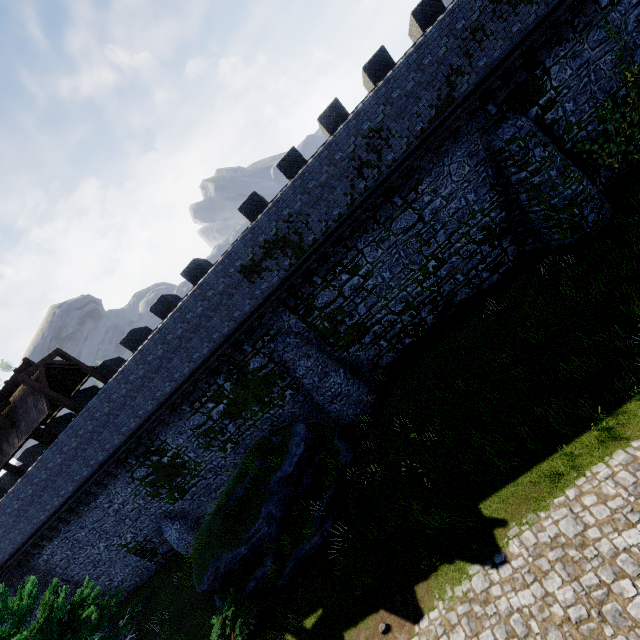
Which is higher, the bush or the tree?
the tree

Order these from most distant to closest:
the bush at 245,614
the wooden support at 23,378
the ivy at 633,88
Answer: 1. the wooden support at 23,378
2. the ivy at 633,88
3. the bush at 245,614

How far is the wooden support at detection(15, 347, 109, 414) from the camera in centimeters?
1634cm

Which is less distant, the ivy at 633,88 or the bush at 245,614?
the bush at 245,614

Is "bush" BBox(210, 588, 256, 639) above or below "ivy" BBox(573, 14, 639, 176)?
below

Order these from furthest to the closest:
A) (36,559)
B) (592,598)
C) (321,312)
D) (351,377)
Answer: (36,559) < (351,377) < (321,312) < (592,598)

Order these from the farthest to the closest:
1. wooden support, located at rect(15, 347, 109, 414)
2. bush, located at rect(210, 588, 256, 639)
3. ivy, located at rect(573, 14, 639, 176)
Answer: wooden support, located at rect(15, 347, 109, 414) → ivy, located at rect(573, 14, 639, 176) → bush, located at rect(210, 588, 256, 639)

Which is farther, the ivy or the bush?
the ivy
